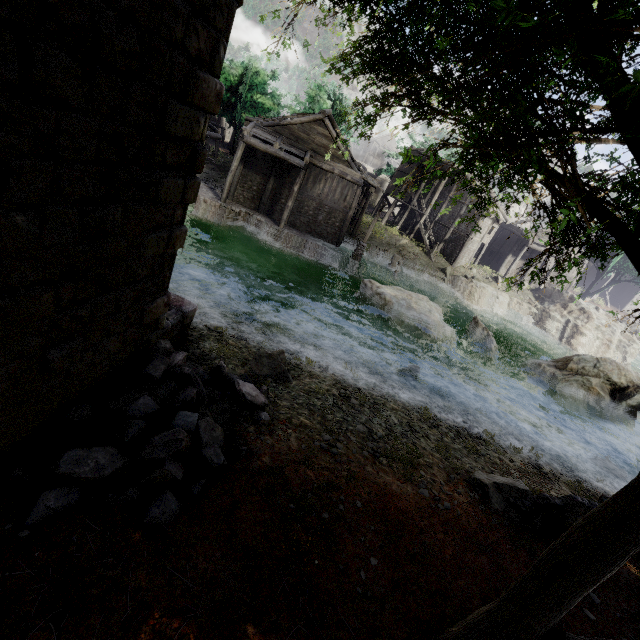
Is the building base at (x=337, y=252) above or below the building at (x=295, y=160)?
below

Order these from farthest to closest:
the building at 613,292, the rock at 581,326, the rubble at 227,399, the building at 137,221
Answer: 1. the building at 613,292
2. the rock at 581,326
3. the rubble at 227,399
4. the building at 137,221

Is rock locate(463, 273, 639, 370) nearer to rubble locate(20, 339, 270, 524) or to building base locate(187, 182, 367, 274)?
building base locate(187, 182, 367, 274)

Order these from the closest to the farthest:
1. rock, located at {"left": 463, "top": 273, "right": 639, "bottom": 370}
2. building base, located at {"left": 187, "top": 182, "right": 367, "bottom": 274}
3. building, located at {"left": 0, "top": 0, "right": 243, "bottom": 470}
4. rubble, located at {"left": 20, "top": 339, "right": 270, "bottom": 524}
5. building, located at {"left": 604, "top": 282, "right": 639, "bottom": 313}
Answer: building, located at {"left": 0, "top": 0, "right": 243, "bottom": 470}
rubble, located at {"left": 20, "top": 339, "right": 270, "bottom": 524}
building base, located at {"left": 187, "top": 182, "right": 367, "bottom": 274}
rock, located at {"left": 463, "top": 273, "right": 639, "bottom": 370}
building, located at {"left": 604, "top": 282, "right": 639, "bottom": 313}

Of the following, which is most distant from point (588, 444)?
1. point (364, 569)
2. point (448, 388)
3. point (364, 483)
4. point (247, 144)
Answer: point (247, 144)

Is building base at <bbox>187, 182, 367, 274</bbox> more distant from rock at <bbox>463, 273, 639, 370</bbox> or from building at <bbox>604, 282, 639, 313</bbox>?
rock at <bbox>463, 273, 639, 370</bbox>

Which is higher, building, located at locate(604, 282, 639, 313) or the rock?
building, located at locate(604, 282, 639, 313)
